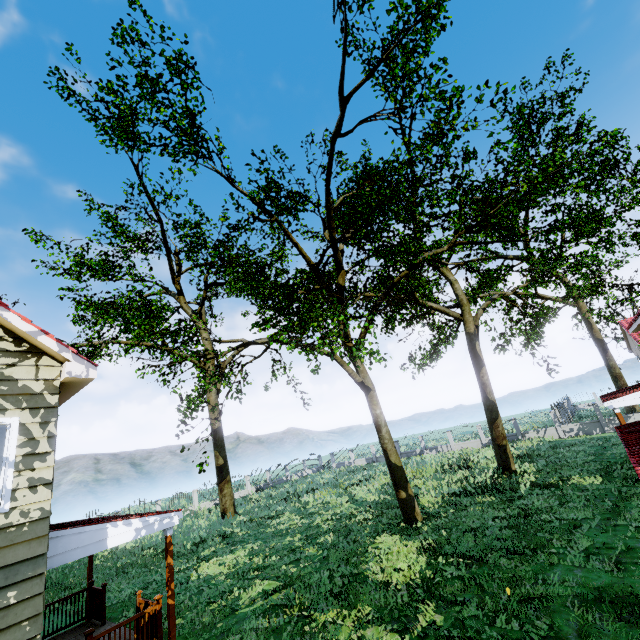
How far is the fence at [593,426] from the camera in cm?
2650

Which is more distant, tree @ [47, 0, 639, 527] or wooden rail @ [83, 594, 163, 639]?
tree @ [47, 0, 639, 527]

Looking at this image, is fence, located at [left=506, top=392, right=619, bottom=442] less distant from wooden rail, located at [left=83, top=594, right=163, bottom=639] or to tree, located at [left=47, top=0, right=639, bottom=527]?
tree, located at [left=47, top=0, right=639, bottom=527]

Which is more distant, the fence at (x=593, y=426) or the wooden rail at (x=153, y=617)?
the fence at (x=593, y=426)

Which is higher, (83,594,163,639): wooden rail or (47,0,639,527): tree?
(47,0,639,527): tree

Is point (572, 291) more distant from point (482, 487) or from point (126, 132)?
point (126, 132)
